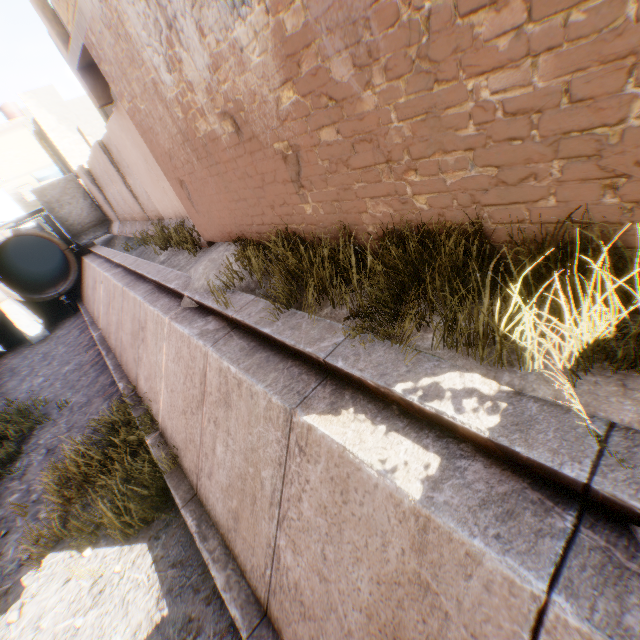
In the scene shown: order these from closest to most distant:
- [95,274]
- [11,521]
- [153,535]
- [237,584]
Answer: [237,584], [153,535], [11,521], [95,274]

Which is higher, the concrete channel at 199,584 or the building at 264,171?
the building at 264,171

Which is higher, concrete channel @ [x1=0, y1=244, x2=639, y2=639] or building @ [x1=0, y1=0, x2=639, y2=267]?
building @ [x1=0, y1=0, x2=639, y2=267]
